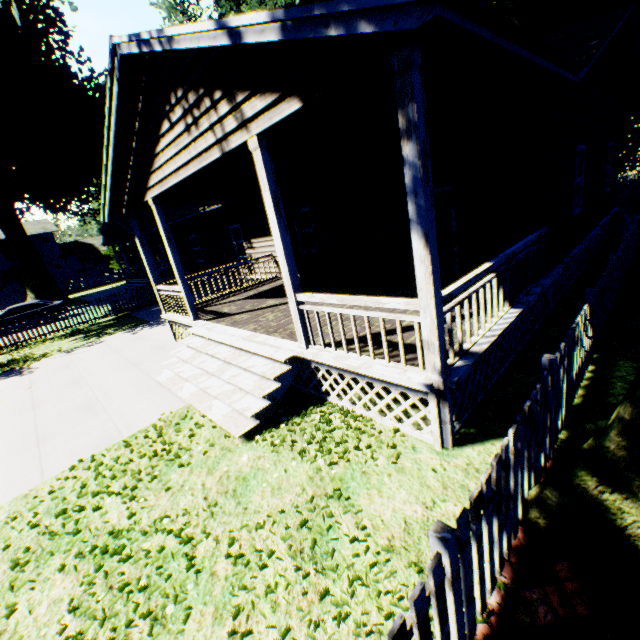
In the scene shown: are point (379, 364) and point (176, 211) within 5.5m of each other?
no

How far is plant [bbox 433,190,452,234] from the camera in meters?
14.6

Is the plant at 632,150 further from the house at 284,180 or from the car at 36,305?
the car at 36,305

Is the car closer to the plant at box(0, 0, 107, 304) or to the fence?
the fence

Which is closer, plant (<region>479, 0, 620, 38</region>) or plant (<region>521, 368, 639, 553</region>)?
plant (<region>521, 368, 639, 553</region>)

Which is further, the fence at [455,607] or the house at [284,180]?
the house at [284,180]

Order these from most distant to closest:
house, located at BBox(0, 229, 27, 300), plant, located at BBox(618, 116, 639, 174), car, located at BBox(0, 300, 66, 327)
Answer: house, located at BBox(0, 229, 27, 300), plant, located at BBox(618, 116, 639, 174), car, located at BBox(0, 300, 66, 327)
